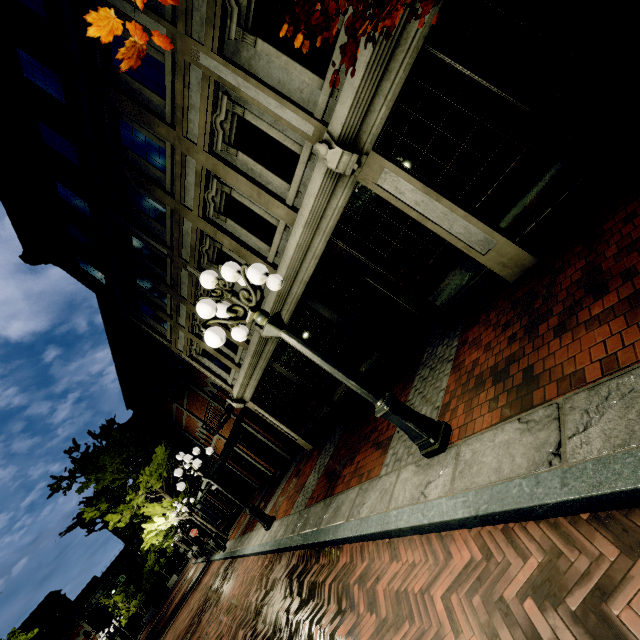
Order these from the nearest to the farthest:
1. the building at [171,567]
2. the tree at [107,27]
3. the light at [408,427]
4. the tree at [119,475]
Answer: the tree at [107,27] → the light at [408,427] → the tree at [119,475] → the building at [171,567]

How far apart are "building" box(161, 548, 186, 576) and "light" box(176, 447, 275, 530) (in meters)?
53.75

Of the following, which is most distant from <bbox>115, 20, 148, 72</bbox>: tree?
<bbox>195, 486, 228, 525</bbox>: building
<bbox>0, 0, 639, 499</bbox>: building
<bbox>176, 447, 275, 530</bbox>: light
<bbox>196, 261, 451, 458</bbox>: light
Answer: <bbox>176, 447, 275, 530</bbox>: light

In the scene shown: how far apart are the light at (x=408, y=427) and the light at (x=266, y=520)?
6.8 meters

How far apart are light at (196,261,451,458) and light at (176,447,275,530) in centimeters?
681cm

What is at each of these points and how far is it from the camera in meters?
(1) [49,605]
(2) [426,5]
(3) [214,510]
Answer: (1) building, 40.6
(2) tree, 2.3
(3) building, 36.4

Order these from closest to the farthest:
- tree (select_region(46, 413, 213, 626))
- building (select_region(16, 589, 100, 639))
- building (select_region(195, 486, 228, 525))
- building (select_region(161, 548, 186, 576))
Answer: tree (select_region(46, 413, 213, 626)), building (select_region(195, 486, 228, 525)), building (select_region(16, 589, 100, 639)), building (select_region(161, 548, 186, 576))

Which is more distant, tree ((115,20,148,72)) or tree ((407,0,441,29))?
tree ((407,0,441,29))
